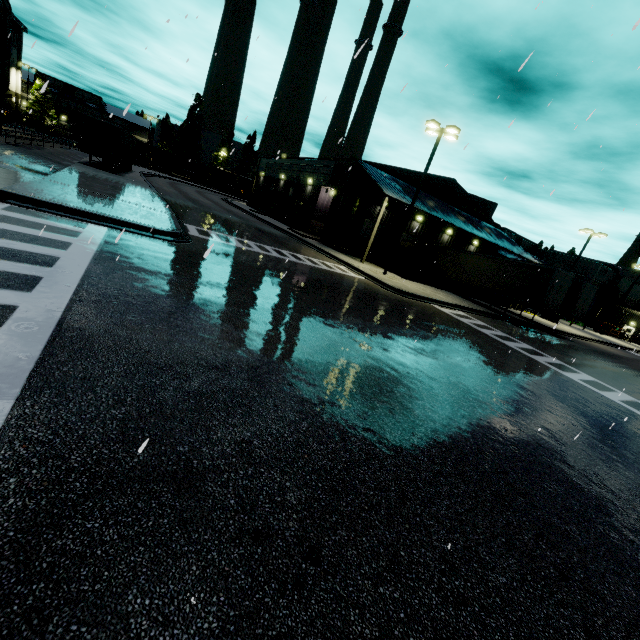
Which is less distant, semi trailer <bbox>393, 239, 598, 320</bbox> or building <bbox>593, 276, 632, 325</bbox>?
semi trailer <bbox>393, 239, 598, 320</bbox>

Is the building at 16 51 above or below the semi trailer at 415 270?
above

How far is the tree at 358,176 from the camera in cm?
2870

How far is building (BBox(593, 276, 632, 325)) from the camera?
56.09m

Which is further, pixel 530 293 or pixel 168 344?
pixel 530 293

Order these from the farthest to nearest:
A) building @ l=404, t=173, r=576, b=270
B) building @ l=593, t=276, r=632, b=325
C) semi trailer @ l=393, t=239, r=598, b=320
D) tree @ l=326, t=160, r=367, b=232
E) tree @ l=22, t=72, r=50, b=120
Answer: tree @ l=22, t=72, r=50, b=120
building @ l=593, t=276, r=632, b=325
building @ l=404, t=173, r=576, b=270
tree @ l=326, t=160, r=367, b=232
semi trailer @ l=393, t=239, r=598, b=320
